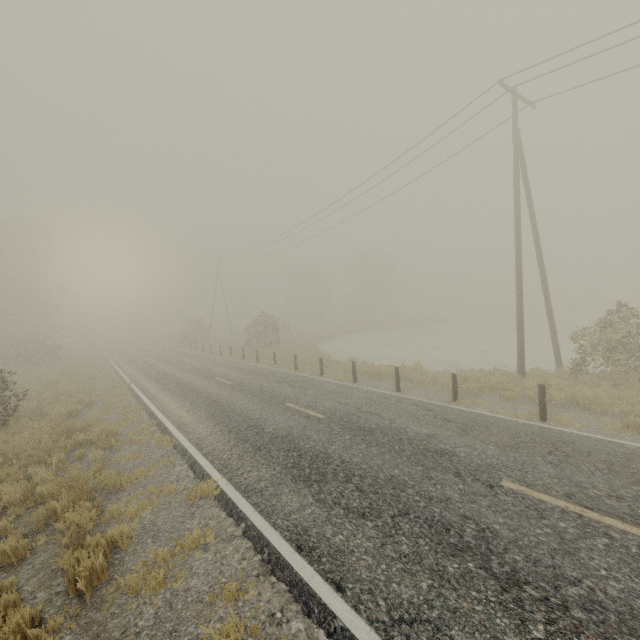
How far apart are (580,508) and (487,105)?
16.1m

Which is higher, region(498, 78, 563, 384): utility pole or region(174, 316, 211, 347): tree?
region(498, 78, 563, 384): utility pole

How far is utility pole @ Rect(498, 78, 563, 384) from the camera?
13.38m

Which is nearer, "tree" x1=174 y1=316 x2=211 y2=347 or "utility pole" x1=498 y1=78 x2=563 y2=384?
"utility pole" x1=498 y1=78 x2=563 y2=384

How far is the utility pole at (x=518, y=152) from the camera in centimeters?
1338cm

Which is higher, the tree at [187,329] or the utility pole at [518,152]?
the utility pole at [518,152]

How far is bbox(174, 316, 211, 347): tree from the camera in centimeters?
4222cm
